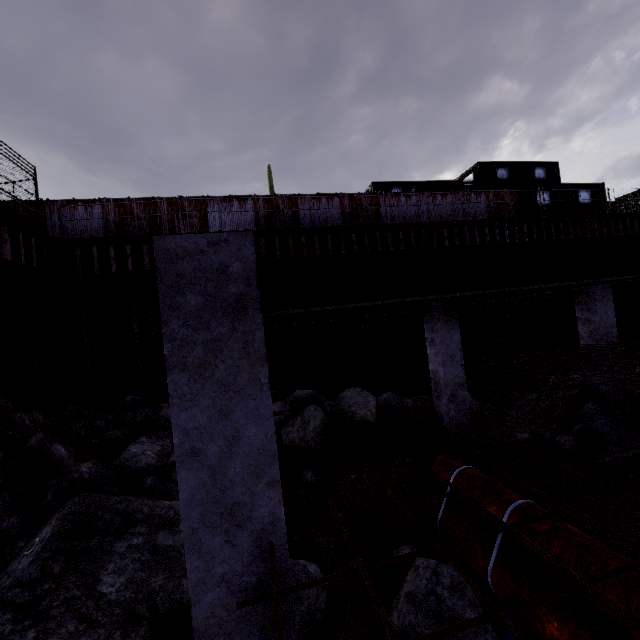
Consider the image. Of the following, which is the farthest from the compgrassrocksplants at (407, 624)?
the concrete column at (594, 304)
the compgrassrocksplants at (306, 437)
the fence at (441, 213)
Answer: the fence at (441, 213)

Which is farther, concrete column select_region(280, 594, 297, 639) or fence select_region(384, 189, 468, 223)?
fence select_region(384, 189, 468, 223)

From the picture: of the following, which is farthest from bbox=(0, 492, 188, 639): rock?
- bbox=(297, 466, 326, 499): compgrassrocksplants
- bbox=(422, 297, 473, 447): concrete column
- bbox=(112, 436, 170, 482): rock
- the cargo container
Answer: the cargo container

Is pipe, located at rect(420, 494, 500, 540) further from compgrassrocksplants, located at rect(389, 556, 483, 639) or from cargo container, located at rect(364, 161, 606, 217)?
cargo container, located at rect(364, 161, 606, 217)

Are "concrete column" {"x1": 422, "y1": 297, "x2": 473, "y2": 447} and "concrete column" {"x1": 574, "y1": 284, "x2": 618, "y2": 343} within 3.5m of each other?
no

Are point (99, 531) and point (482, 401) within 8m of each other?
no

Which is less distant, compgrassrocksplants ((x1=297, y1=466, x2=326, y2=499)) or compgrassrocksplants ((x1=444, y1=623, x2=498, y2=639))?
compgrassrocksplants ((x1=444, y1=623, x2=498, y2=639))

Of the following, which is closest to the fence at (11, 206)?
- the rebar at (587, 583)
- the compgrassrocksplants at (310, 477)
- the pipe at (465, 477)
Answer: the rebar at (587, 583)
